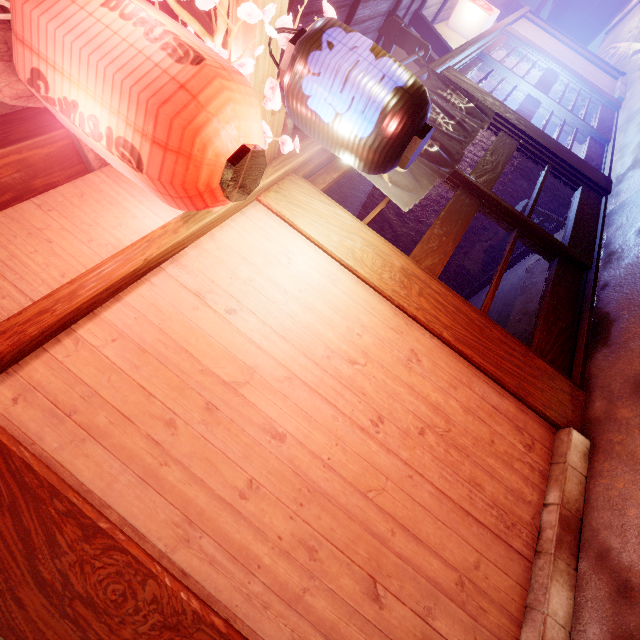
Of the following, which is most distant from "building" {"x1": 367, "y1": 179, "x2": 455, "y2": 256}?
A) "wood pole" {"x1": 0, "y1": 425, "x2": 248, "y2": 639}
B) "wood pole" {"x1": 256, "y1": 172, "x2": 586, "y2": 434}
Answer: "wood pole" {"x1": 0, "y1": 425, "x2": 248, "y2": 639}

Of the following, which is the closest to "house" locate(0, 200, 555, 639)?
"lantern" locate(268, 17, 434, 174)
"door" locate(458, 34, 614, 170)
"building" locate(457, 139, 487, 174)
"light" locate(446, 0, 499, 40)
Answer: "lantern" locate(268, 17, 434, 174)

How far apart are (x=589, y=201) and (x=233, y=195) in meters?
8.7 m

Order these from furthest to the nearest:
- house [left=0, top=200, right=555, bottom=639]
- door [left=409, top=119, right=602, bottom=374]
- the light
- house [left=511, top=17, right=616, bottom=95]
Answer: house [left=511, top=17, right=616, bottom=95], the light, door [left=409, top=119, right=602, bottom=374], house [left=0, top=200, right=555, bottom=639]

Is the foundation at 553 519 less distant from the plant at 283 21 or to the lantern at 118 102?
the lantern at 118 102

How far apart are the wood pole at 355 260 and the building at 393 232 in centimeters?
658cm

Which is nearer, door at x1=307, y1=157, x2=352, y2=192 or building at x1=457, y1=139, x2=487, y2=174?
door at x1=307, y1=157, x2=352, y2=192

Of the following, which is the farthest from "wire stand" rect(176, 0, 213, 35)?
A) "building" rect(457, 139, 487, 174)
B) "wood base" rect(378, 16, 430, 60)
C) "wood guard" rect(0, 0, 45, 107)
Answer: "building" rect(457, 139, 487, 174)
